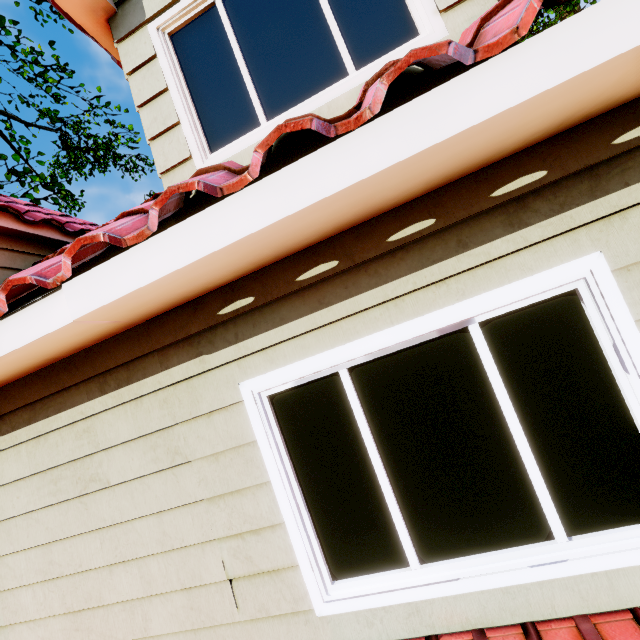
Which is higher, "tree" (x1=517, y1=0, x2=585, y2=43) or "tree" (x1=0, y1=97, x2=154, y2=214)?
"tree" (x1=0, y1=97, x2=154, y2=214)

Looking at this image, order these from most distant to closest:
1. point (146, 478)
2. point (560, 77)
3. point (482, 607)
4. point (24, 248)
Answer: point (24, 248), point (146, 478), point (482, 607), point (560, 77)

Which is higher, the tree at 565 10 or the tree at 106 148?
the tree at 106 148
